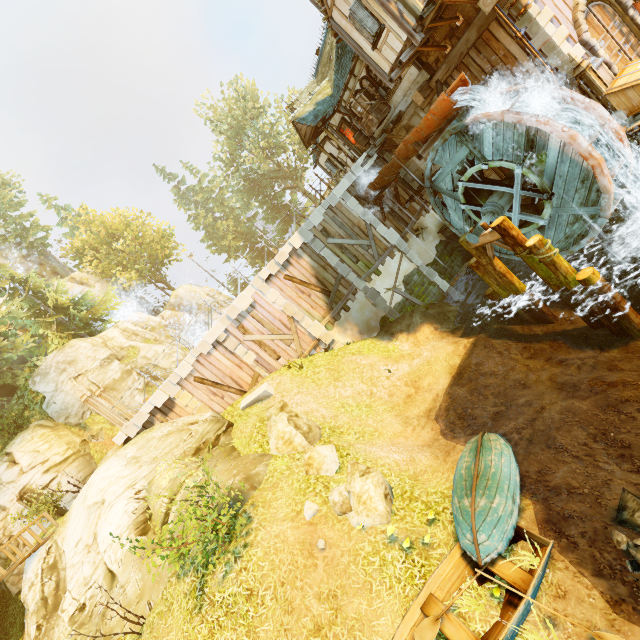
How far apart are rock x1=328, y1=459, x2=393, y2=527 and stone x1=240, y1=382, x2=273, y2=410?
6.0m

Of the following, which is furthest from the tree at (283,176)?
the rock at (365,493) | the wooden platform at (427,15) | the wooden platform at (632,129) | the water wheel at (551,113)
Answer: the rock at (365,493)

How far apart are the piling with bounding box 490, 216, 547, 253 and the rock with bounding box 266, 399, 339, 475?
8.8m

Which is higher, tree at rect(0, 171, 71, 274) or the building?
tree at rect(0, 171, 71, 274)

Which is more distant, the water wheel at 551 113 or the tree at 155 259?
the tree at 155 259

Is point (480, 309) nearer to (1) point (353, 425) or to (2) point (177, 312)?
(1) point (353, 425)

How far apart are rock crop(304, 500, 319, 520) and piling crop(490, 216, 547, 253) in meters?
10.0 m

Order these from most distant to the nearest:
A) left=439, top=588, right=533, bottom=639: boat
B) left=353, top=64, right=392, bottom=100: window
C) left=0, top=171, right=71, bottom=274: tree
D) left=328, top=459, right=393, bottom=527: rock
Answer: left=0, top=171, right=71, bottom=274: tree, left=353, top=64, right=392, bottom=100: window, left=328, top=459, right=393, bottom=527: rock, left=439, top=588, right=533, bottom=639: boat
